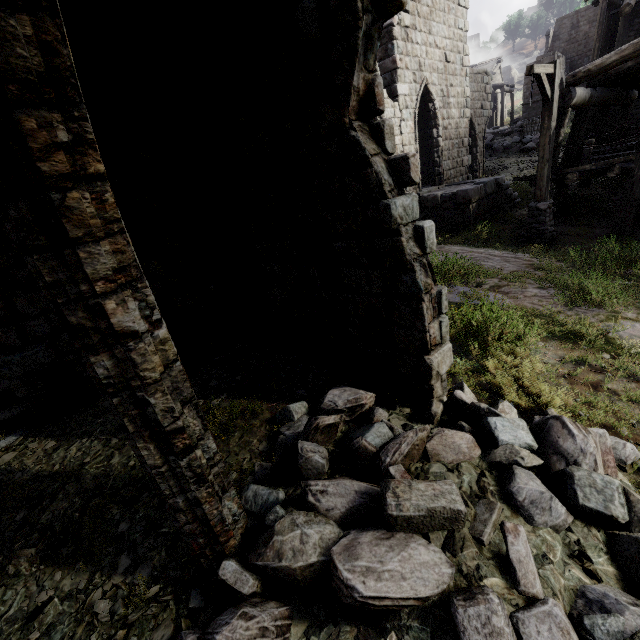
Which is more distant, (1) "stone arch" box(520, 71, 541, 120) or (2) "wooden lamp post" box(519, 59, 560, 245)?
(1) "stone arch" box(520, 71, 541, 120)

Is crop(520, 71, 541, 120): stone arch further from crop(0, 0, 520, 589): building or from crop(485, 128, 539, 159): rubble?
crop(485, 128, 539, 159): rubble

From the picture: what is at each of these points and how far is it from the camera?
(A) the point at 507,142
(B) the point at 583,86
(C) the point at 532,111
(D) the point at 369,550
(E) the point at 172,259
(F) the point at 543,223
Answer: (A) rubble, 23.30m
(B) building, 35.84m
(C) stone arch, 34.12m
(D) rubble, 2.50m
(E) building, 6.85m
(F) wooden lamp post, 9.90m

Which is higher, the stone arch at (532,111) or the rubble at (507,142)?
the stone arch at (532,111)

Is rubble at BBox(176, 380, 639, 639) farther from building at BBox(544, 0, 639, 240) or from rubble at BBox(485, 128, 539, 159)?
rubble at BBox(485, 128, 539, 159)

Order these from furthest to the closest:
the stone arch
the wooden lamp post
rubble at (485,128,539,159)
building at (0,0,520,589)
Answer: the stone arch, rubble at (485,128,539,159), the wooden lamp post, building at (0,0,520,589)

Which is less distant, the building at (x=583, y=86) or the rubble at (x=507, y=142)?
the building at (x=583, y=86)

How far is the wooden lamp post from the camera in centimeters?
836cm
